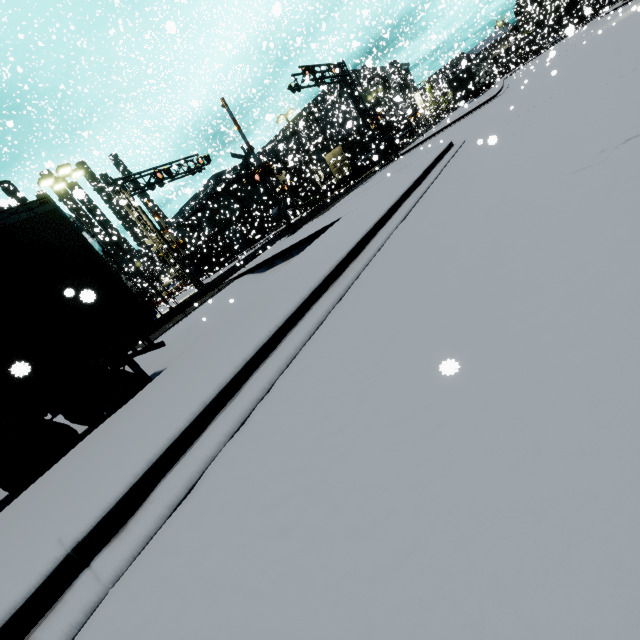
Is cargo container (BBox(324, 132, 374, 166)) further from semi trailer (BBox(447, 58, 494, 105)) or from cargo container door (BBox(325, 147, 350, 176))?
semi trailer (BBox(447, 58, 494, 105))

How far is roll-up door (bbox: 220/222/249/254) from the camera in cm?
4875

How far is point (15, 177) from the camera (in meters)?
35.91

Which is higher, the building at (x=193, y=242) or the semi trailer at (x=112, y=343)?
the building at (x=193, y=242)

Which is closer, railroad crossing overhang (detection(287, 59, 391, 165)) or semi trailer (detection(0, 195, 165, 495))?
semi trailer (detection(0, 195, 165, 495))

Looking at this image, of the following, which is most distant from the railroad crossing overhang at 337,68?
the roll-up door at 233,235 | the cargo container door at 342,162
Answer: the roll-up door at 233,235

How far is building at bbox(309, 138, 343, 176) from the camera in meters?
45.2 m
